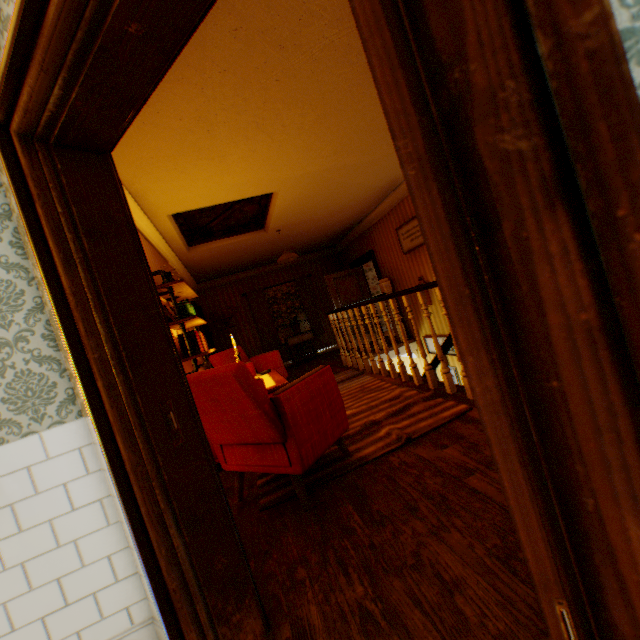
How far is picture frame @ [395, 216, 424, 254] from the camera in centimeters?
623cm

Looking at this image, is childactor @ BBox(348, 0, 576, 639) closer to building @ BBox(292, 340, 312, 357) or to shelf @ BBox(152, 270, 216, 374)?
building @ BBox(292, 340, 312, 357)

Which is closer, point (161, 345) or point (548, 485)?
point (548, 485)

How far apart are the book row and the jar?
0.23m

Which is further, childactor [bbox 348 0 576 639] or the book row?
the book row

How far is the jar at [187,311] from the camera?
3.9 meters

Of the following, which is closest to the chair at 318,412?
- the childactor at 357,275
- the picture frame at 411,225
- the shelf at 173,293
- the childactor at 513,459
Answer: the shelf at 173,293

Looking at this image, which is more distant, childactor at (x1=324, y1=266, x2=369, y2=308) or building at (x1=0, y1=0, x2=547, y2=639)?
childactor at (x1=324, y1=266, x2=369, y2=308)
